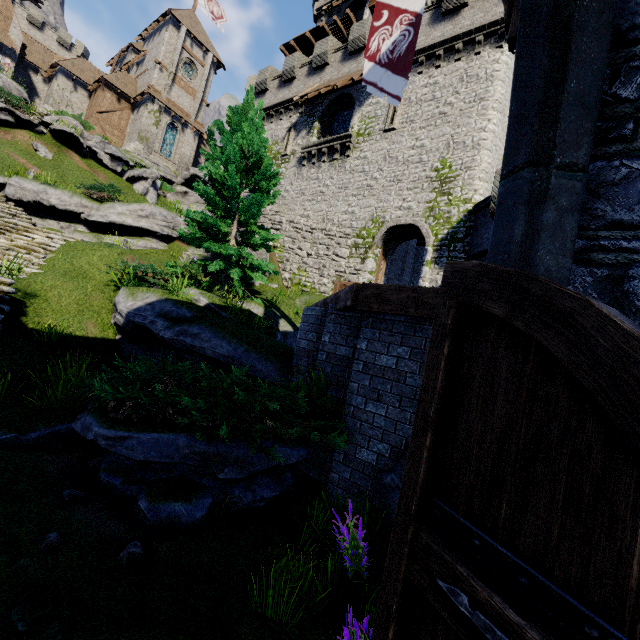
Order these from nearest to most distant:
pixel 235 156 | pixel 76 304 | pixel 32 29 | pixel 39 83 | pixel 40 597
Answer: pixel 40 597
pixel 76 304
pixel 235 156
pixel 39 83
pixel 32 29

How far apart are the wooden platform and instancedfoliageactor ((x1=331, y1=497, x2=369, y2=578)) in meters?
37.7 m

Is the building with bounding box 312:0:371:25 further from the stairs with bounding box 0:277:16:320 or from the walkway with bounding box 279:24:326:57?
the stairs with bounding box 0:277:16:320

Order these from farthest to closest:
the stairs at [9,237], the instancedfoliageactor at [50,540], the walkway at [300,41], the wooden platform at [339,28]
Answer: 1. the walkway at [300,41]
2. the wooden platform at [339,28]
3. the stairs at [9,237]
4. the instancedfoliageactor at [50,540]

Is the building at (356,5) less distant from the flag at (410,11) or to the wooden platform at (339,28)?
the wooden platform at (339,28)

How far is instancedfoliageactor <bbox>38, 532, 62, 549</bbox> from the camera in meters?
3.2 m

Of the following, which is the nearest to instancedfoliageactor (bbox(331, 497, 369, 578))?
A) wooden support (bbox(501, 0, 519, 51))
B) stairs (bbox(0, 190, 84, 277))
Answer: wooden support (bbox(501, 0, 519, 51))

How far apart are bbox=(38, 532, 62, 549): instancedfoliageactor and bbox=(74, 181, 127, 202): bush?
16.3 meters
